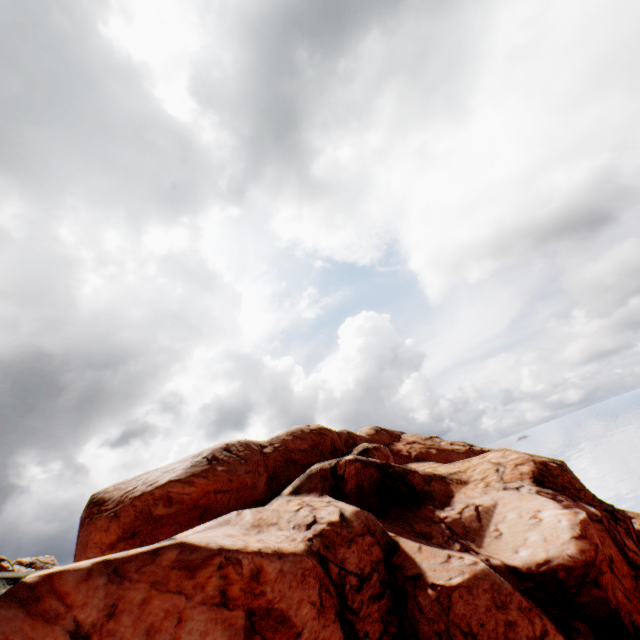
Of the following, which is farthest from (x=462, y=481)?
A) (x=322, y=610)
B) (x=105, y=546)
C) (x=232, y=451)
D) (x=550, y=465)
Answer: (x=105, y=546)
